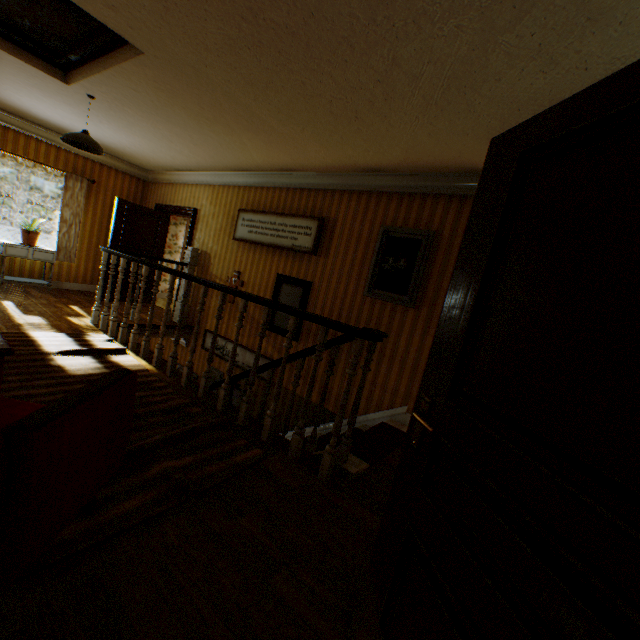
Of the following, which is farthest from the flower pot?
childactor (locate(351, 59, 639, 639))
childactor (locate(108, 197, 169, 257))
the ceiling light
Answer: childactor (locate(351, 59, 639, 639))

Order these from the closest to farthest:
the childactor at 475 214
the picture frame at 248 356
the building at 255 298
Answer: the childactor at 475 214, the building at 255 298, the picture frame at 248 356

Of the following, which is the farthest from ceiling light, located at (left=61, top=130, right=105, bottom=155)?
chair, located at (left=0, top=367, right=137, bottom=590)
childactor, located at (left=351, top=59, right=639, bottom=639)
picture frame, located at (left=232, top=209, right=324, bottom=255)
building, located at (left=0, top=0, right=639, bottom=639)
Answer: childactor, located at (left=351, top=59, right=639, bottom=639)

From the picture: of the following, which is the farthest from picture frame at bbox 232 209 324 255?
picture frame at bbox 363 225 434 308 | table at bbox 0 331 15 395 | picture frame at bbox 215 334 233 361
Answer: table at bbox 0 331 15 395

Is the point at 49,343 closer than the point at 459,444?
No

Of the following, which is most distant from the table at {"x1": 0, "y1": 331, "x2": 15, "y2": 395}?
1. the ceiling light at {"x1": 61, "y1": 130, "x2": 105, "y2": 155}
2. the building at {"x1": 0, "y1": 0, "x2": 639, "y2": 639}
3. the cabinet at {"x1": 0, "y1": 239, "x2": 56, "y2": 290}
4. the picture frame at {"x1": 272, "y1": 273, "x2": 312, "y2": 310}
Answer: the cabinet at {"x1": 0, "y1": 239, "x2": 56, "y2": 290}

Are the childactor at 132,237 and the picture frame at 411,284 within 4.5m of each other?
no

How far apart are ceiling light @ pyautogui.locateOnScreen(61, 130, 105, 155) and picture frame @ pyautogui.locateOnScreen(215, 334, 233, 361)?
3.33m
